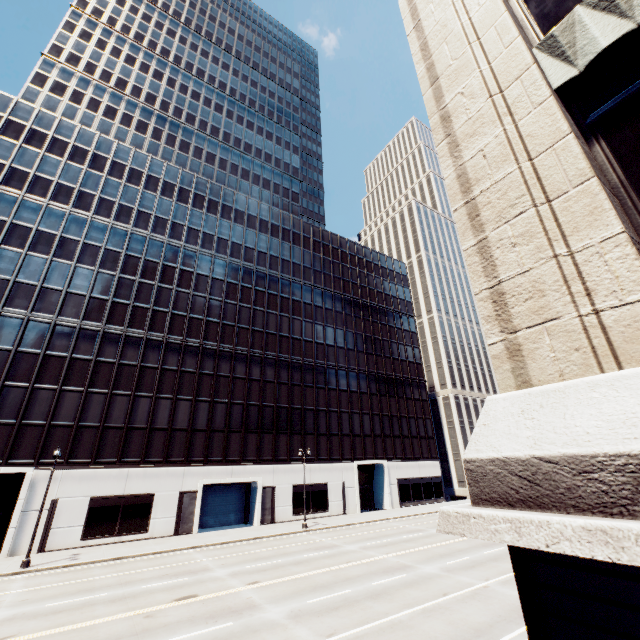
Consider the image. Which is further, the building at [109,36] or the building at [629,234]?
the building at [109,36]

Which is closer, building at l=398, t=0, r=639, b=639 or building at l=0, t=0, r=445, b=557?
building at l=398, t=0, r=639, b=639

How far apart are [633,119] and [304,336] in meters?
44.1
